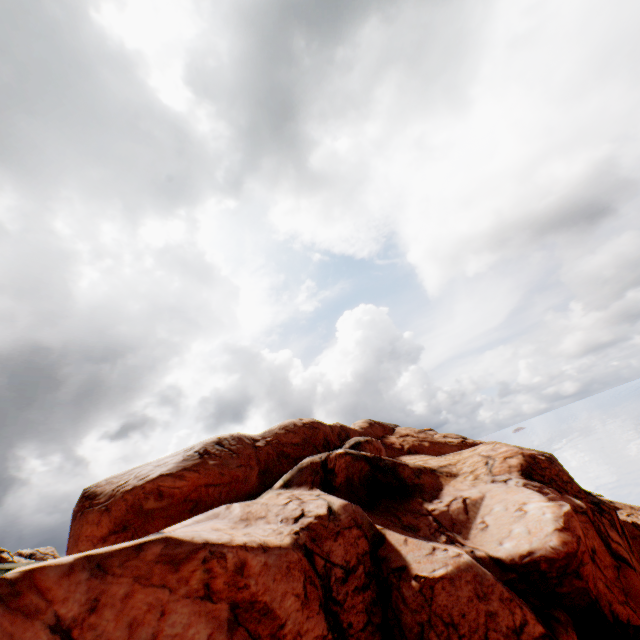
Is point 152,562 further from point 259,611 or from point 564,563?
point 564,563
